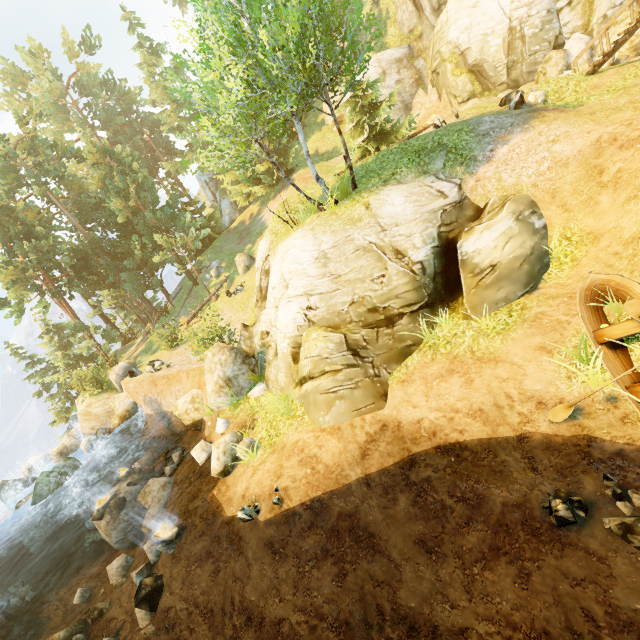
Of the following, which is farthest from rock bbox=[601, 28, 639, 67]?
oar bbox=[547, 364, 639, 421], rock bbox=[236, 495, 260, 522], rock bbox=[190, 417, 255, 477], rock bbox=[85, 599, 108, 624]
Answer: rock bbox=[85, 599, 108, 624]

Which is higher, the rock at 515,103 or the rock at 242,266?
the rock at 515,103

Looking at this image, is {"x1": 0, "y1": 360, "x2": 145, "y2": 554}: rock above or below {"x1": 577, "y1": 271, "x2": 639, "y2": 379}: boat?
below

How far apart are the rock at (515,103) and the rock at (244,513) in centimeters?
1896cm

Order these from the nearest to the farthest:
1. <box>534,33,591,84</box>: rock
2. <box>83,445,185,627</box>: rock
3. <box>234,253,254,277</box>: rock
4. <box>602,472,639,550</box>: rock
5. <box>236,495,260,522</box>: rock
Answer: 1. <box>602,472,639,550</box>: rock
2. <box>236,495,260,522</box>: rock
3. <box>83,445,185,627</box>: rock
4. <box>534,33,591,84</box>: rock
5. <box>234,253,254,277</box>: rock

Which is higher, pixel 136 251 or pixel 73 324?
pixel 136 251

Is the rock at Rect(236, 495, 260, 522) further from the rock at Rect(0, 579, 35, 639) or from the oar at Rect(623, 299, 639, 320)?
the rock at Rect(0, 579, 35, 639)

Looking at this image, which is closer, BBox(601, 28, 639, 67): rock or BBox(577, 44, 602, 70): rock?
BBox(601, 28, 639, 67): rock
